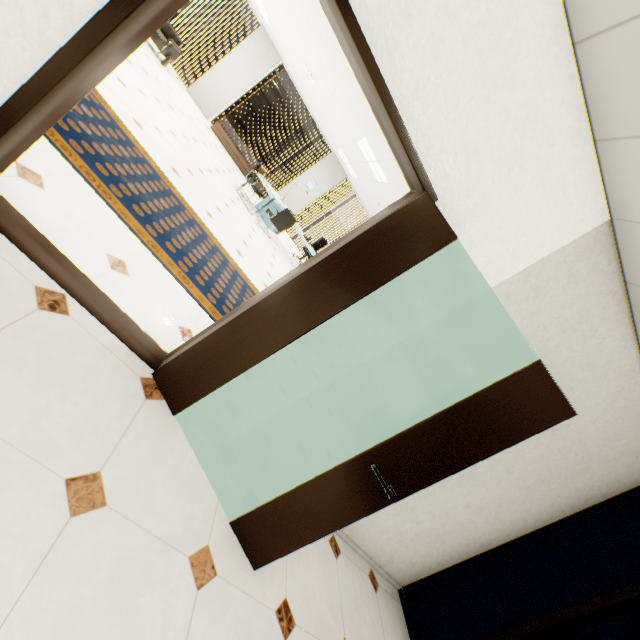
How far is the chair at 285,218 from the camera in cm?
820

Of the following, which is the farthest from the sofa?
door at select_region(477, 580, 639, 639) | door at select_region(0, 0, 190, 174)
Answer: door at select_region(477, 580, 639, 639)

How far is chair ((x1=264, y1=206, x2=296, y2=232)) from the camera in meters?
8.2

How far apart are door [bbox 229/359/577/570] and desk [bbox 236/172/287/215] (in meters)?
7.38

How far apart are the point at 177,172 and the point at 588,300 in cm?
535

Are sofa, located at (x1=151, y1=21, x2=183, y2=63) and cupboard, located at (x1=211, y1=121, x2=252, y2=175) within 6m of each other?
yes

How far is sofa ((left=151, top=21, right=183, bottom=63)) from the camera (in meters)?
8.54

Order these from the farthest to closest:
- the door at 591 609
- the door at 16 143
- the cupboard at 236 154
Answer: the cupboard at 236 154 → the door at 591 609 → the door at 16 143
